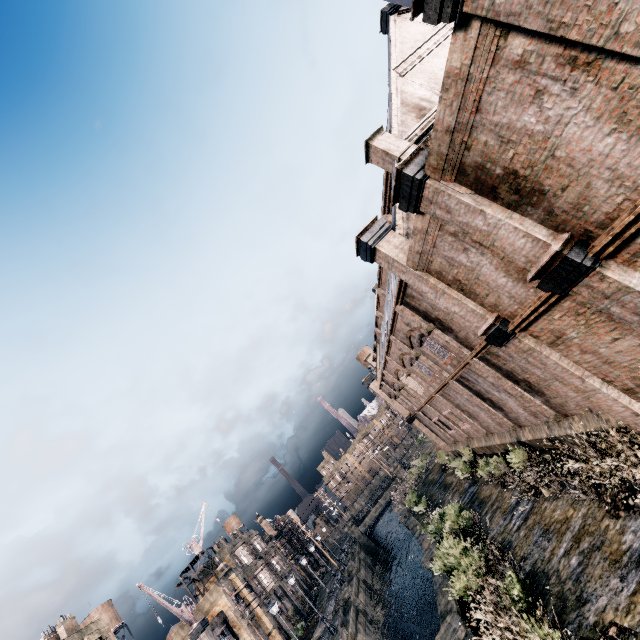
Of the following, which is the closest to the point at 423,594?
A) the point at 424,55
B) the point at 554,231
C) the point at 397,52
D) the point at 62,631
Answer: the point at 62,631

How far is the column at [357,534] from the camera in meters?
54.8 m

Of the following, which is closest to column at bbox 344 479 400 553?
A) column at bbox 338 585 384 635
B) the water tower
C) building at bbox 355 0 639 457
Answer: building at bbox 355 0 639 457

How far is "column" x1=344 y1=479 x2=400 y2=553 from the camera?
54.8 meters

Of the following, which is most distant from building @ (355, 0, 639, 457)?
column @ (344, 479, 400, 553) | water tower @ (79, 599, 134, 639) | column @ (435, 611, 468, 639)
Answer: water tower @ (79, 599, 134, 639)

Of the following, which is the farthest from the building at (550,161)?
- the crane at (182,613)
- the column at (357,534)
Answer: the crane at (182,613)

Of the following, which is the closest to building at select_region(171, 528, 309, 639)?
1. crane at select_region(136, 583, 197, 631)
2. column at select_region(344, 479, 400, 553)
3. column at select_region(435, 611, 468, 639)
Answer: crane at select_region(136, 583, 197, 631)

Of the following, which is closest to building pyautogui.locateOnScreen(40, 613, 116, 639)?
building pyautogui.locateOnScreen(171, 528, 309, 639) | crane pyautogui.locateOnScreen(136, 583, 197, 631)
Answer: crane pyautogui.locateOnScreen(136, 583, 197, 631)
